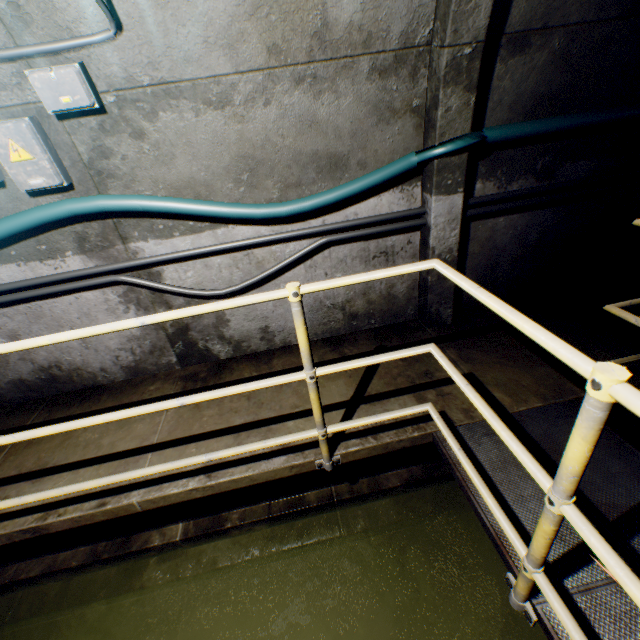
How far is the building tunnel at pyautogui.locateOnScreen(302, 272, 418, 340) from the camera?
3.12m

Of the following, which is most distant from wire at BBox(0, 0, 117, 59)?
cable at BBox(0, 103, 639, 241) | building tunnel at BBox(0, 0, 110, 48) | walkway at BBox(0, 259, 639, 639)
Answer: walkway at BBox(0, 259, 639, 639)

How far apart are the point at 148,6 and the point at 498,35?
2.25m

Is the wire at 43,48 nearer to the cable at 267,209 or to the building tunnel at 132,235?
the building tunnel at 132,235

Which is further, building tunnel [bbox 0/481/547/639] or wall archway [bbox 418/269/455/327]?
wall archway [bbox 418/269/455/327]

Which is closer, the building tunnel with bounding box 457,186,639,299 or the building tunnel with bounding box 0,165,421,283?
the building tunnel with bounding box 0,165,421,283

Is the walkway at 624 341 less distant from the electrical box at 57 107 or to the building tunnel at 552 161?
the building tunnel at 552 161

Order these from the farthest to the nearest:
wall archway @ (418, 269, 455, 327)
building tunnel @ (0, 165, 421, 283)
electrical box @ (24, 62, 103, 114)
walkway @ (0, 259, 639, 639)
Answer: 1. wall archway @ (418, 269, 455, 327)
2. building tunnel @ (0, 165, 421, 283)
3. electrical box @ (24, 62, 103, 114)
4. walkway @ (0, 259, 639, 639)
